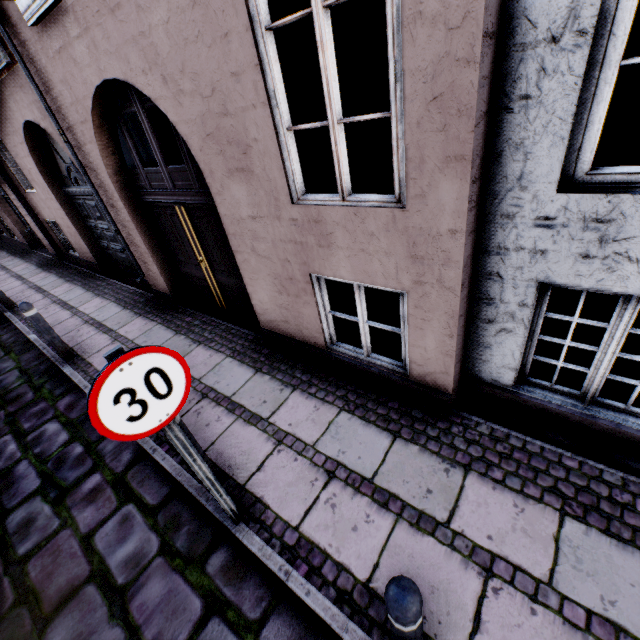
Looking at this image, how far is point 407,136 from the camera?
2.07m

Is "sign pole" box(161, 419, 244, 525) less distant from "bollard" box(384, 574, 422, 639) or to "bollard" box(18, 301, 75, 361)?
"bollard" box(384, 574, 422, 639)

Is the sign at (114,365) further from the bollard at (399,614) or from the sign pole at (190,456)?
the bollard at (399,614)

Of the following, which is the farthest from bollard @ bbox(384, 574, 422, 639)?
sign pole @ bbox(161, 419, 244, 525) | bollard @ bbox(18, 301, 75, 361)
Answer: A: bollard @ bbox(18, 301, 75, 361)

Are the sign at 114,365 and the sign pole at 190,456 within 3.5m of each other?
yes

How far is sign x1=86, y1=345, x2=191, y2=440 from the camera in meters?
1.6

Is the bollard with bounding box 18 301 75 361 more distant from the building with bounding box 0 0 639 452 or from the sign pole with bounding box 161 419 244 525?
the sign pole with bounding box 161 419 244 525

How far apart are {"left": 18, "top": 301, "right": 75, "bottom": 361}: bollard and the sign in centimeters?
444cm
